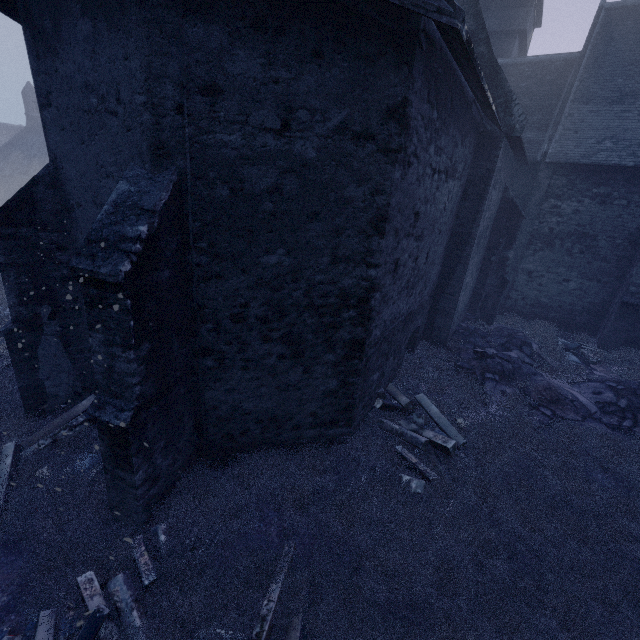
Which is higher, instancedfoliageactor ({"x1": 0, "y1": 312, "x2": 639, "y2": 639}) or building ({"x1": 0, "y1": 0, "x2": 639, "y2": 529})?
building ({"x1": 0, "y1": 0, "x2": 639, "y2": 529})

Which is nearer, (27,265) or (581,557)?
(581,557)

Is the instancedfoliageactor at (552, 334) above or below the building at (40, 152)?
below
